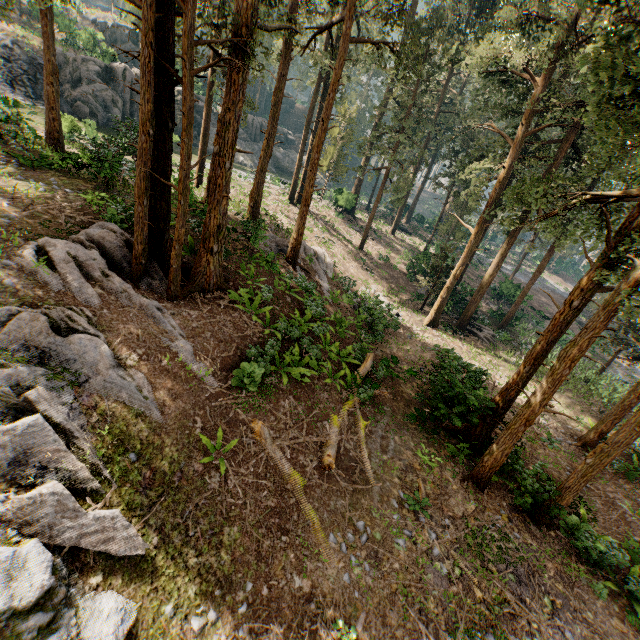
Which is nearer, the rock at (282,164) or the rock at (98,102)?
the rock at (98,102)

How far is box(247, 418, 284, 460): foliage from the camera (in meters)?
9.22

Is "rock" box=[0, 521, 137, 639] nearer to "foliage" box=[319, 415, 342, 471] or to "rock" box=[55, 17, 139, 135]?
Result: "foliage" box=[319, 415, 342, 471]

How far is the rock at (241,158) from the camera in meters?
46.2 m

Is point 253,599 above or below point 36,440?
below

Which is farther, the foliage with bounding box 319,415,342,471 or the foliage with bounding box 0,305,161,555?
the foliage with bounding box 319,415,342,471

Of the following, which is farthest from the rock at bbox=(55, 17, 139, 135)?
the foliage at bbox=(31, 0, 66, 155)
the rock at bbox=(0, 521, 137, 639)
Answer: the rock at bbox=(0, 521, 137, 639)
